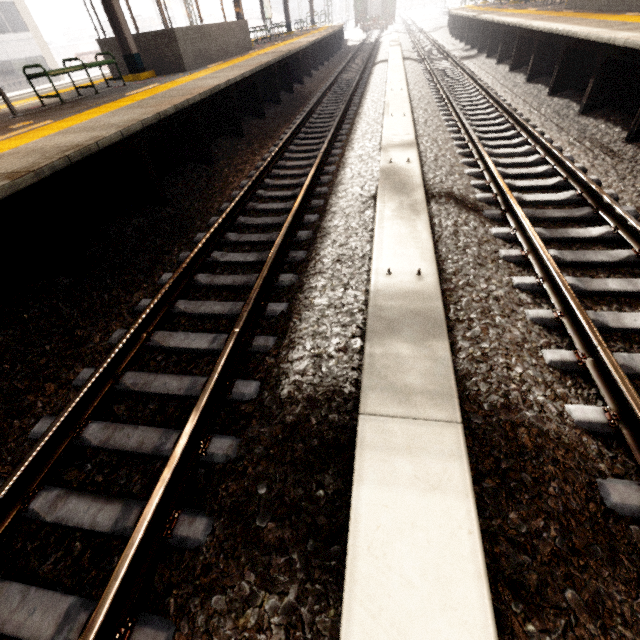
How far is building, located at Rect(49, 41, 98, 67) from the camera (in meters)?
56.26

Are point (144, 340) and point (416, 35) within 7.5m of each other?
no

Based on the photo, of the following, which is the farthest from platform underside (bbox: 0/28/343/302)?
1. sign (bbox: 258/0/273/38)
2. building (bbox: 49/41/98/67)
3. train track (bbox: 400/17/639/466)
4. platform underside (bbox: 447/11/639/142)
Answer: building (bbox: 49/41/98/67)

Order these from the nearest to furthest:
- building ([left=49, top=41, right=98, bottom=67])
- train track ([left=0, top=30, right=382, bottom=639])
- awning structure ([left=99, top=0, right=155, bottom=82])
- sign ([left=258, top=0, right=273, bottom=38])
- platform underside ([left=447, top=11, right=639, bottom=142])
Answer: train track ([left=0, top=30, right=382, bottom=639]), platform underside ([left=447, top=11, right=639, bottom=142]), awning structure ([left=99, top=0, right=155, bottom=82]), sign ([left=258, top=0, right=273, bottom=38]), building ([left=49, top=41, right=98, bottom=67])

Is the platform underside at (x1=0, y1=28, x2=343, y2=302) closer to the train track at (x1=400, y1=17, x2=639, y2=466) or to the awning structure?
the awning structure

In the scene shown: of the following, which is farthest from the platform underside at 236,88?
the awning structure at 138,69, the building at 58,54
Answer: the building at 58,54

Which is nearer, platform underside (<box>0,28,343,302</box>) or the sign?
platform underside (<box>0,28,343,302</box>)

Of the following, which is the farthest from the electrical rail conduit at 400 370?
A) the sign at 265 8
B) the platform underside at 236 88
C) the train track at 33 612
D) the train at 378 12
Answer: the train at 378 12
